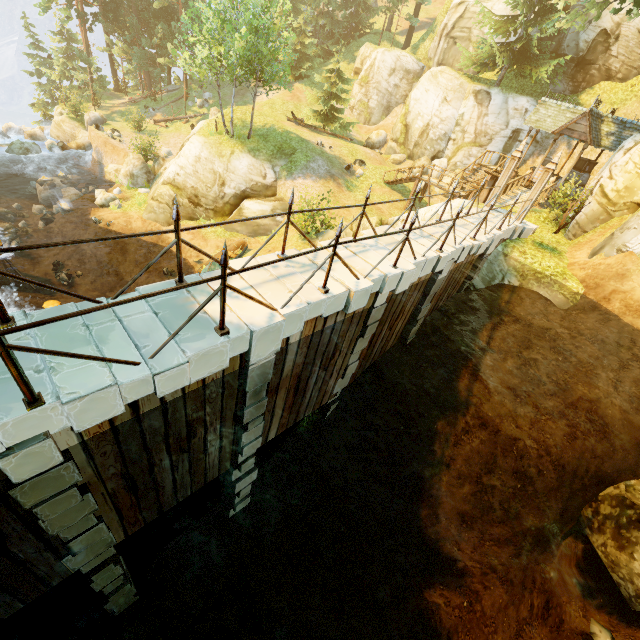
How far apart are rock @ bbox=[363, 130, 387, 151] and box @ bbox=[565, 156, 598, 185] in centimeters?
1675cm

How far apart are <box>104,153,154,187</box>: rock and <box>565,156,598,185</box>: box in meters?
30.7

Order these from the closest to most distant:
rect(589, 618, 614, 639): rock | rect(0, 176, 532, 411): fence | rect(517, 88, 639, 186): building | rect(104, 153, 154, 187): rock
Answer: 1. rect(0, 176, 532, 411): fence
2. rect(589, 618, 614, 639): rock
3. rect(517, 88, 639, 186): building
4. rect(104, 153, 154, 187): rock

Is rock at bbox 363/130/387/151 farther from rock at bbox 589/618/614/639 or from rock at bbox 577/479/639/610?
rock at bbox 589/618/614/639

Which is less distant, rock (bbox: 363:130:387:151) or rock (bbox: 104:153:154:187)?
rock (bbox: 104:153:154:187)

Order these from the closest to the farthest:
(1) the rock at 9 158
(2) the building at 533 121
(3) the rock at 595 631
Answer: (3) the rock at 595 631 < (2) the building at 533 121 < (1) the rock at 9 158

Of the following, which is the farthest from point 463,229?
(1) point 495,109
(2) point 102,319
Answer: (1) point 495,109

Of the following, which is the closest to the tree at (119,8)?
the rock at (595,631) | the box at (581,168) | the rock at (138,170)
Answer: the box at (581,168)
